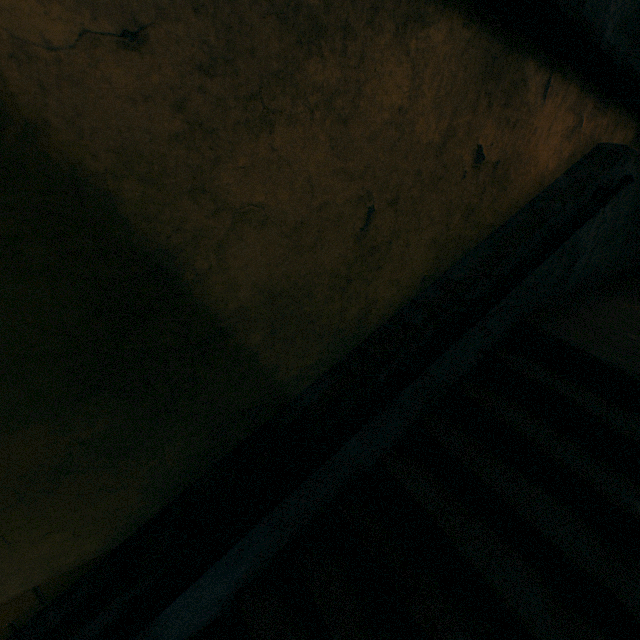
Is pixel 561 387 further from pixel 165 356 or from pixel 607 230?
pixel 165 356

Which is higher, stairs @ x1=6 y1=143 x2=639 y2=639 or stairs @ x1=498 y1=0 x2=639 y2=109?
stairs @ x1=498 y1=0 x2=639 y2=109

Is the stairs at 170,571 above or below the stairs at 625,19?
below
